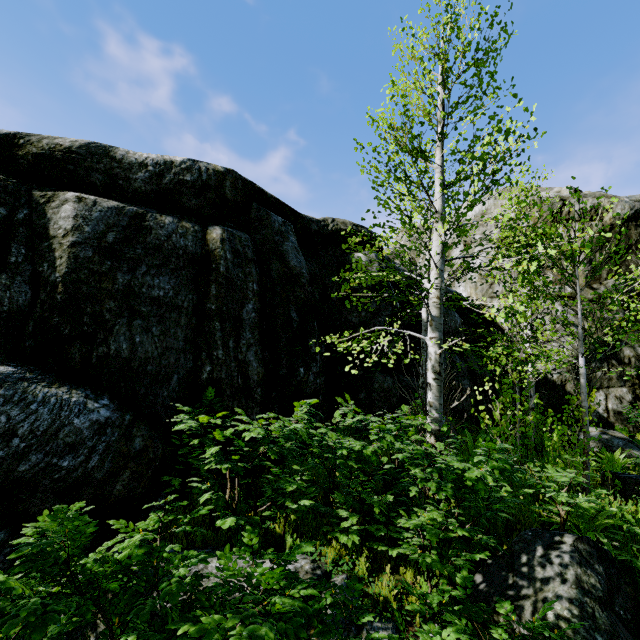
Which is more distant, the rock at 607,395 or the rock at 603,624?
the rock at 607,395

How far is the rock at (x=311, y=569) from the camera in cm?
365

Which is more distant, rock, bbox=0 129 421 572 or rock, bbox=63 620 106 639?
rock, bbox=0 129 421 572

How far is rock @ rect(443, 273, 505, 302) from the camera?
13.2m

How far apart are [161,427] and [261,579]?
3.3 meters

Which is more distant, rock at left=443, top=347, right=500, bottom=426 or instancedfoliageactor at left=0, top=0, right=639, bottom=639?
rock at left=443, top=347, right=500, bottom=426
